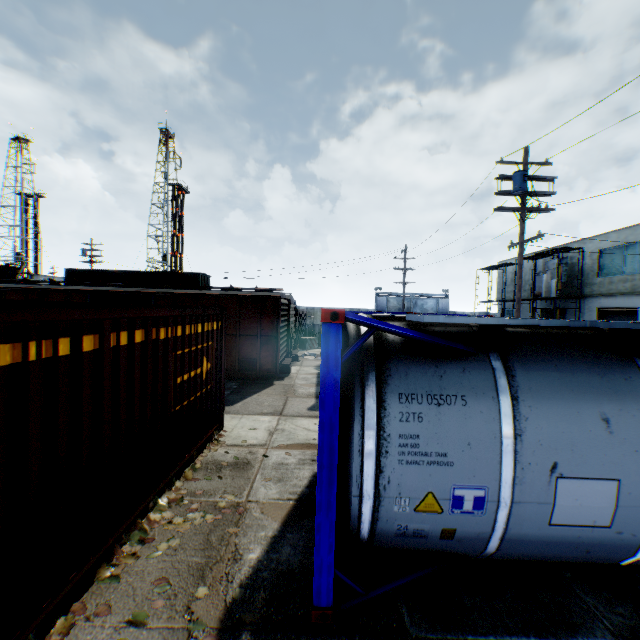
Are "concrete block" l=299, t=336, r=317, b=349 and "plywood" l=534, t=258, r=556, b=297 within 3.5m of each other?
no

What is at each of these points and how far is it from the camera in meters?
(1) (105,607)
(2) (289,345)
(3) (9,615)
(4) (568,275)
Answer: (1) leaf decal, 3.2 m
(2) train, 17.1 m
(3) storage container, 2.5 m
(4) building, 29.8 m

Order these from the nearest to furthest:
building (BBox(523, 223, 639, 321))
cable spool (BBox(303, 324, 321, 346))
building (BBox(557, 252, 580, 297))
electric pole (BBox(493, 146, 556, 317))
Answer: electric pole (BBox(493, 146, 556, 317)) < building (BBox(523, 223, 639, 321)) < cable spool (BBox(303, 324, 321, 346)) < building (BBox(557, 252, 580, 297))

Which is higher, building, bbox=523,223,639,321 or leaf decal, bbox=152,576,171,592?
building, bbox=523,223,639,321

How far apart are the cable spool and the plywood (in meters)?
20.10

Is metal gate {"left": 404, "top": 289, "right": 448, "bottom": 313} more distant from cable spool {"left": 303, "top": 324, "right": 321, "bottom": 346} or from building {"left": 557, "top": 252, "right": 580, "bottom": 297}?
cable spool {"left": 303, "top": 324, "right": 321, "bottom": 346}

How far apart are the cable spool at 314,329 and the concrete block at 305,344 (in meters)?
0.21

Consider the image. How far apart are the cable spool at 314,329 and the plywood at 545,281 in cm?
2010
